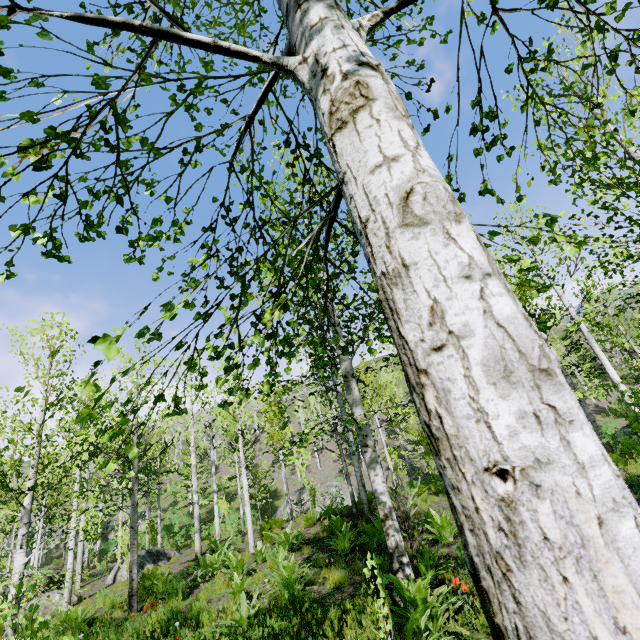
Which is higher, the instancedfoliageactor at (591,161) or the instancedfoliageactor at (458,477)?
the instancedfoliageactor at (591,161)

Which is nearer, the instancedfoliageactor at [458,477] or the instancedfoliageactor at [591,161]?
the instancedfoliageactor at [458,477]

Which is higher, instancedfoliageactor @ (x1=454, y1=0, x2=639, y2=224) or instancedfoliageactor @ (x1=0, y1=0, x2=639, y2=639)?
instancedfoliageactor @ (x1=454, y1=0, x2=639, y2=224)

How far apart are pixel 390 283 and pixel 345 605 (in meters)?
6.60

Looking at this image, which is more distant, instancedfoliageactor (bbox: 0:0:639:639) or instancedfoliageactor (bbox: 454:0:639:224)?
instancedfoliageactor (bbox: 454:0:639:224)
